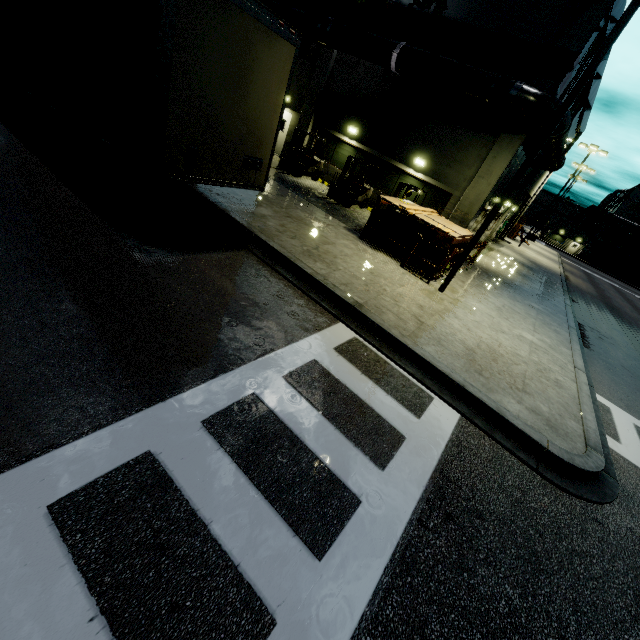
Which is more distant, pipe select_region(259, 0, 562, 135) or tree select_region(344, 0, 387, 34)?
tree select_region(344, 0, 387, 34)

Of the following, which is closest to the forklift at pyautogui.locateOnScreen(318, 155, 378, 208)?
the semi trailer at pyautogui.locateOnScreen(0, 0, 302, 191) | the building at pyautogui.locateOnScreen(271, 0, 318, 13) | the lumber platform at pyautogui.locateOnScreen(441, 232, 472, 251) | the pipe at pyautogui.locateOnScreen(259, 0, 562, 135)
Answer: the building at pyautogui.locateOnScreen(271, 0, 318, 13)

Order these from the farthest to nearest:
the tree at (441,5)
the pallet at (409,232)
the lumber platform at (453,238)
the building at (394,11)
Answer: the building at (394,11) → the tree at (441,5) → the pallet at (409,232) → the lumber platform at (453,238)

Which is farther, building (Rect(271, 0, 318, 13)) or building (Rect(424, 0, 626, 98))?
building (Rect(271, 0, 318, 13))

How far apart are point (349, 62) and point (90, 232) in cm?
1755

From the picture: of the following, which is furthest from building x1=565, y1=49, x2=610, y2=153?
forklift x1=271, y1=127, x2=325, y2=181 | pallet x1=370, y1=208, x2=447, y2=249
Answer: pallet x1=370, y1=208, x2=447, y2=249

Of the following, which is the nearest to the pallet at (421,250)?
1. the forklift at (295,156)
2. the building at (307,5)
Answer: the forklift at (295,156)

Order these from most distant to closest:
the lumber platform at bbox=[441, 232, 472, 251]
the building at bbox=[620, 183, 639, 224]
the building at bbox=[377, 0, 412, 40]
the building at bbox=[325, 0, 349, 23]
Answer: the building at bbox=[620, 183, 639, 224], the building at bbox=[325, 0, 349, 23], the building at bbox=[377, 0, 412, 40], the lumber platform at bbox=[441, 232, 472, 251]
